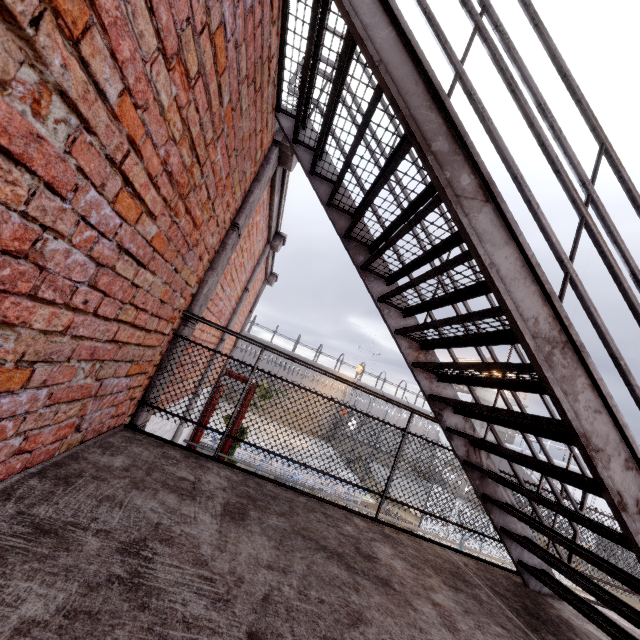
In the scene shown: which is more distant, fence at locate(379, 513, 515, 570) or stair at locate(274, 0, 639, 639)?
fence at locate(379, 513, 515, 570)

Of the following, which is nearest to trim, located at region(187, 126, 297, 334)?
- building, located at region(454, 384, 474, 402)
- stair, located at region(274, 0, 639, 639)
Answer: stair, located at region(274, 0, 639, 639)

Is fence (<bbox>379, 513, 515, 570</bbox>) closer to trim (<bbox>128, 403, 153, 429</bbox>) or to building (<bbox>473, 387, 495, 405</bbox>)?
trim (<bbox>128, 403, 153, 429</bbox>)

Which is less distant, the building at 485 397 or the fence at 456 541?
the fence at 456 541

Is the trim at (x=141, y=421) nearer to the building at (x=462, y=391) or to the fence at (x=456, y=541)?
the fence at (x=456, y=541)

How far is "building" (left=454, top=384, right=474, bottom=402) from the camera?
36.3m

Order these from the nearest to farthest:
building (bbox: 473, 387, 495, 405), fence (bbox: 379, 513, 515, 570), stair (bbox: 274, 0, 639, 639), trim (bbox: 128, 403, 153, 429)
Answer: stair (bbox: 274, 0, 639, 639) < trim (bbox: 128, 403, 153, 429) < fence (bbox: 379, 513, 515, 570) < building (bbox: 473, 387, 495, 405)

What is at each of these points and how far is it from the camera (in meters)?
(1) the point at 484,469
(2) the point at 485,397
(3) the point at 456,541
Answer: (1) stair, 2.53
(2) building, 36.31
(3) fence, 13.27
